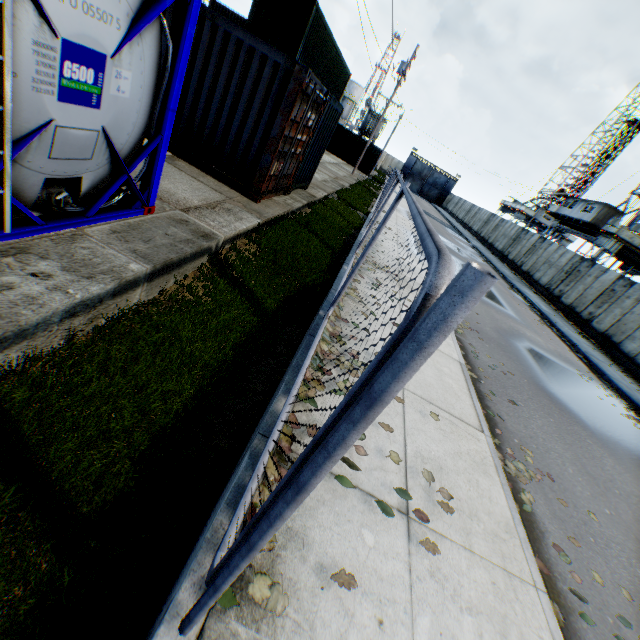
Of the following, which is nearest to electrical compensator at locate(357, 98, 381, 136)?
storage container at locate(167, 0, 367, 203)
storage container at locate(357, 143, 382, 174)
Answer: storage container at locate(357, 143, 382, 174)

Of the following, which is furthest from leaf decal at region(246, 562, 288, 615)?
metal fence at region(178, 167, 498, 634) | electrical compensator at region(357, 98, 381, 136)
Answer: electrical compensator at region(357, 98, 381, 136)

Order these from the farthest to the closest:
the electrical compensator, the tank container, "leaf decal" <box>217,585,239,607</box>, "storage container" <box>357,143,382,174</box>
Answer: the electrical compensator, "storage container" <box>357,143,382,174</box>, the tank container, "leaf decal" <box>217,585,239,607</box>

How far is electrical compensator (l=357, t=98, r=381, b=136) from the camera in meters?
42.2 m

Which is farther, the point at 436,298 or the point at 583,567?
the point at 583,567

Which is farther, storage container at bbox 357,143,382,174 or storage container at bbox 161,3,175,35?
storage container at bbox 357,143,382,174

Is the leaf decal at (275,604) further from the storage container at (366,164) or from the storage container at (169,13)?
the storage container at (366,164)

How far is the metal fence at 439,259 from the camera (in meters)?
0.65
